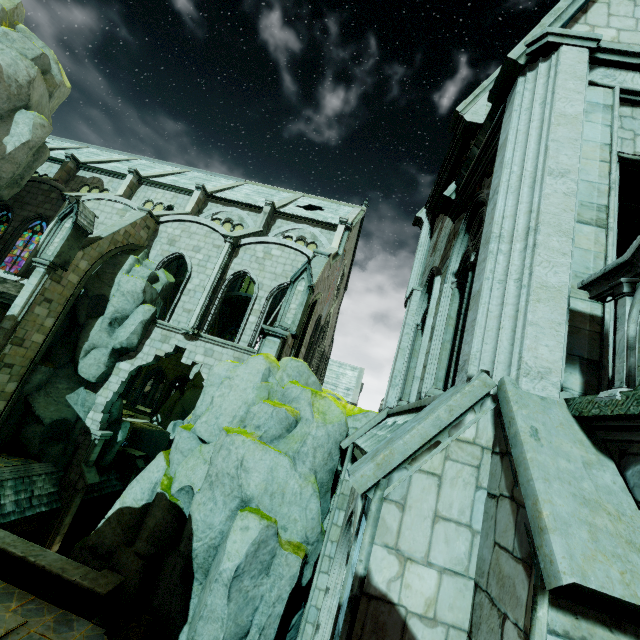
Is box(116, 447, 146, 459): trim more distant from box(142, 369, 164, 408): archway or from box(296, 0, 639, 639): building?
box(142, 369, 164, 408): archway

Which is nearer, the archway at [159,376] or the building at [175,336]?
the building at [175,336]

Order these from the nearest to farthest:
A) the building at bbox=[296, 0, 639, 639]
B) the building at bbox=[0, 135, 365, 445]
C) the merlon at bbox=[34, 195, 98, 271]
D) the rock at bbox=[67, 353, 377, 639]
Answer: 1. the building at bbox=[296, 0, 639, 639]
2. the rock at bbox=[67, 353, 377, 639]
3. the merlon at bbox=[34, 195, 98, 271]
4. the building at bbox=[0, 135, 365, 445]

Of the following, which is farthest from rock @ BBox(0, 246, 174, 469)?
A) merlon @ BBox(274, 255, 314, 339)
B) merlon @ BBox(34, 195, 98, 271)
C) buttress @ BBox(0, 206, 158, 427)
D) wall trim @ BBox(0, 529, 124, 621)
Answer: merlon @ BBox(274, 255, 314, 339)

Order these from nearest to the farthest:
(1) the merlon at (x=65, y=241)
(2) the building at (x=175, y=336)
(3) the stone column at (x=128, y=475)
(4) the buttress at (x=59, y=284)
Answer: (4) the buttress at (x=59, y=284) → (1) the merlon at (x=65, y=241) → (2) the building at (x=175, y=336) → (3) the stone column at (x=128, y=475)

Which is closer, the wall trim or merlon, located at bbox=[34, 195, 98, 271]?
the wall trim

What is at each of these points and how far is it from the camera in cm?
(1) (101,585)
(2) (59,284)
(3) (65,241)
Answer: (1) wall trim, 883
(2) buttress, 1573
(3) merlon, 1538

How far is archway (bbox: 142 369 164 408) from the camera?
35.9m
